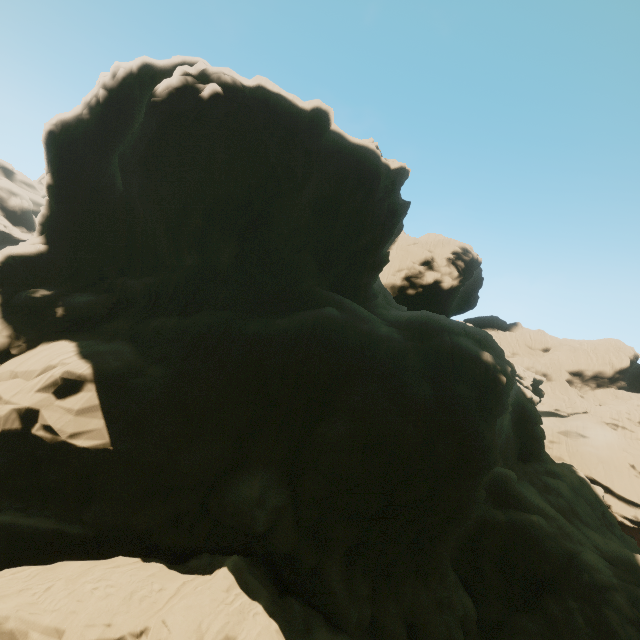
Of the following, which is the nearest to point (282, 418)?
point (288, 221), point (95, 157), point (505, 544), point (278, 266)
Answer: point (278, 266)
